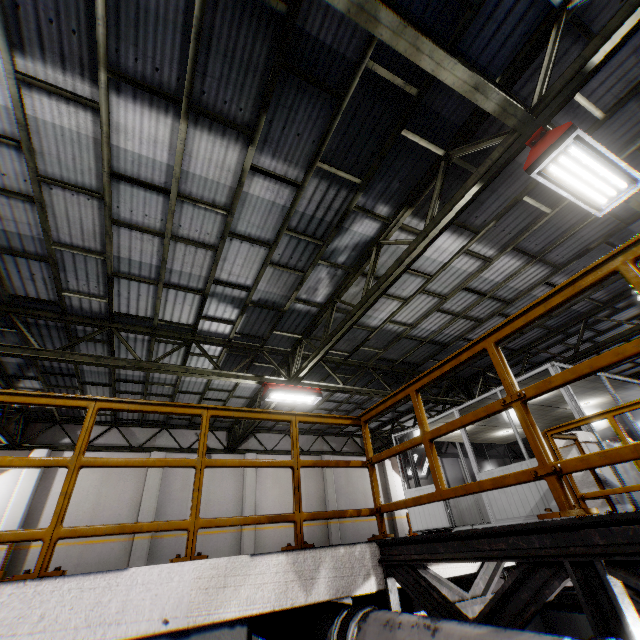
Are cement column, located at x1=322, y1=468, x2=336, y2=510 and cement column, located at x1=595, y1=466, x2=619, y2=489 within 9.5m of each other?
no

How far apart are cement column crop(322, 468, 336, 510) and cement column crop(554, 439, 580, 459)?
11.5 meters

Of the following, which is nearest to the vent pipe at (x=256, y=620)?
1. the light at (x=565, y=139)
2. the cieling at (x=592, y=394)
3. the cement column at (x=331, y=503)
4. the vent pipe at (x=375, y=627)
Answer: the vent pipe at (x=375, y=627)

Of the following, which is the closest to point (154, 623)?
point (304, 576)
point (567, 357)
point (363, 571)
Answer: point (304, 576)

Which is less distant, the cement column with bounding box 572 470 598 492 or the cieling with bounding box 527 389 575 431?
the cement column with bounding box 572 470 598 492

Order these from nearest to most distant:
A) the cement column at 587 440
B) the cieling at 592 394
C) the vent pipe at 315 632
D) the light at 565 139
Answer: the vent pipe at 315 632 < the light at 565 139 < the cement column at 587 440 < the cieling at 592 394

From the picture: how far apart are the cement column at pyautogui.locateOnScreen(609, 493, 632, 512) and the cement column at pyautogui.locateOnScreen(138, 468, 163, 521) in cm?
1325

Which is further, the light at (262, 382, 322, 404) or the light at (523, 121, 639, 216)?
the light at (262, 382, 322, 404)
